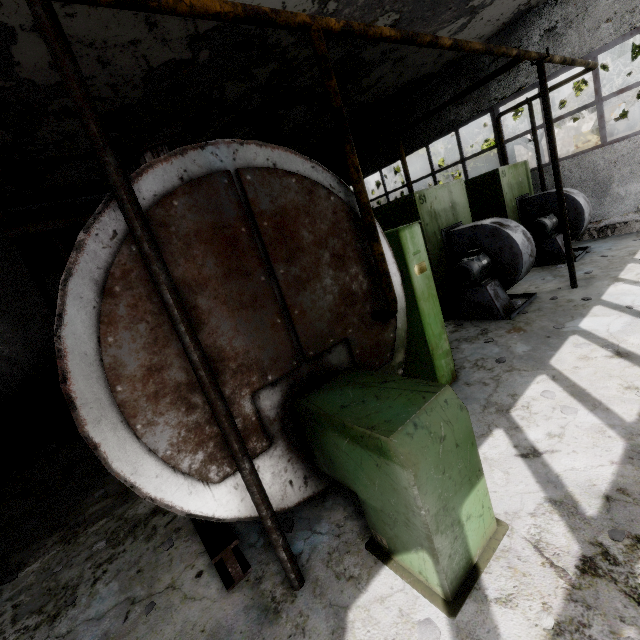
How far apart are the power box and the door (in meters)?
29.80

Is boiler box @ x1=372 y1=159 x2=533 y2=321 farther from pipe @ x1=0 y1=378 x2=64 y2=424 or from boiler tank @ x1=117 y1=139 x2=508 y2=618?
pipe @ x1=0 y1=378 x2=64 y2=424

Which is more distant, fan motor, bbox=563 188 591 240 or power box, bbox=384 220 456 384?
fan motor, bbox=563 188 591 240

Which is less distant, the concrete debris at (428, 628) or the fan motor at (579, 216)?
the concrete debris at (428, 628)

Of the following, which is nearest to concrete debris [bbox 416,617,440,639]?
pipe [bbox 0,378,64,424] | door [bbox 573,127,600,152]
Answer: pipe [bbox 0,378,64,424]

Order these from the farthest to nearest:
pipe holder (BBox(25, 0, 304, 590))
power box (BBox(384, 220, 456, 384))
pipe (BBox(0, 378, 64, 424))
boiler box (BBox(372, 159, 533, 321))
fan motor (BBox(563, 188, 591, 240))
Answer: pipe (BBox(0, 378, 64, 424)) → fan motor (BBox(563, 188, 591, 240)) → boiler box (BBox(372, 159, 533, 321)) → power box (BBox(384, 220, 456, 384)) → pipe holder (BBox(25, 0, 304, 590))

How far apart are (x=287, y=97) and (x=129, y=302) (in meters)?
9.58

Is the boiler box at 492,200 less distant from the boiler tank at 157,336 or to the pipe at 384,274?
the boiler tank at 157,336
